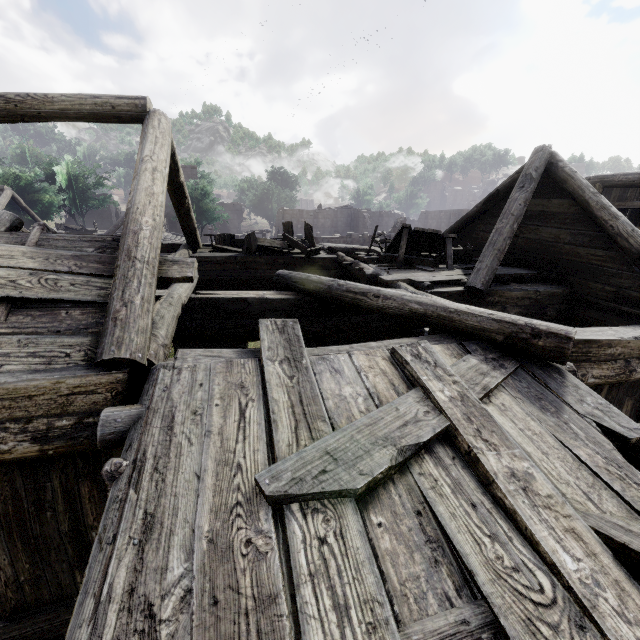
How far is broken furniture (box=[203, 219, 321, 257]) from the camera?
9.22m

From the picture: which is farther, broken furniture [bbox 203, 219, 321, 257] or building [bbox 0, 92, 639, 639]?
broken furniture [bbox 203, 219, 321, 257]

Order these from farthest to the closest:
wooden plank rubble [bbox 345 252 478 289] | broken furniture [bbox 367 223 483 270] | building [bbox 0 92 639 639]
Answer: broken furniture [bbox 367 223 483 270] < wooden plank rubble [bbox 345 252 478 289] < building [bbox 0 92 639 639]

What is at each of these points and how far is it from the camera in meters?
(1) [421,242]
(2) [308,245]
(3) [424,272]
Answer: (1) broken furniture, 9.4 m
(2) broken furniture, 10.7 m
(3) wooden plank rubble, 7.8 m

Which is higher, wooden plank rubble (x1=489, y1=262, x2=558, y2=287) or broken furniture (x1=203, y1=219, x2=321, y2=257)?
broken furniture (x1=203, y1=219, x2=321, y2=257)

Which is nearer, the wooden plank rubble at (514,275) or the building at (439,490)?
the building at (439,490)

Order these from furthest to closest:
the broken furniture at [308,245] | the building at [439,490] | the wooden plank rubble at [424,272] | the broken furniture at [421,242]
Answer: the broken furniture at [308,245], the broken furniture at [421,242], the wooden plank rubble at [424,272], the building at [439,490]
